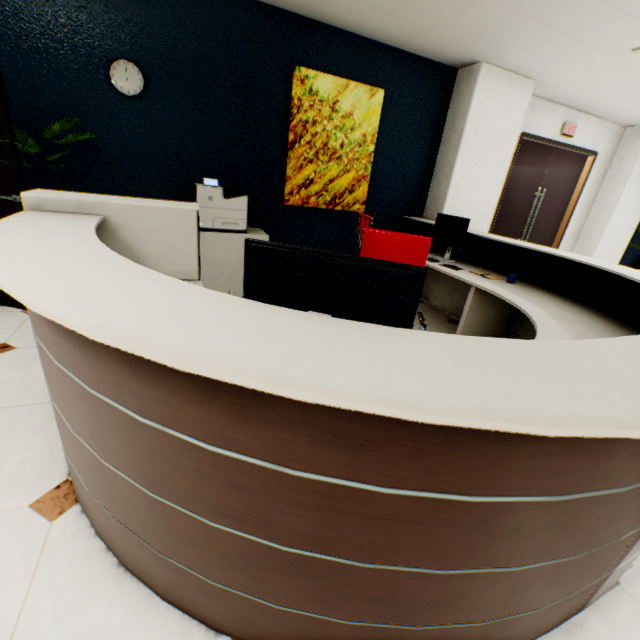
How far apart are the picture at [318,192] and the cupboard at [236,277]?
0.48m

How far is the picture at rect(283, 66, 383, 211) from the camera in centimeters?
369cm

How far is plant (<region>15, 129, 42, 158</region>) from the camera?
2.5m

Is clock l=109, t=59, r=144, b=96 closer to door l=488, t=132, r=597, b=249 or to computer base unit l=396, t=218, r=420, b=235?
computer base unit l=396, t=218, r=420, b=235

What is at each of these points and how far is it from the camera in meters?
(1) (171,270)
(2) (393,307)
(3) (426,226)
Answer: (1) rolling cabinet, 2.1
(2) monitor, 0.9
(3) reception desk, 4.7

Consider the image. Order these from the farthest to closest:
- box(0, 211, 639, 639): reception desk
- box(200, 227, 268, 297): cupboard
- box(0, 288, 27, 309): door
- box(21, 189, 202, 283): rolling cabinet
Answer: box(200, 227, 268, 297): cupboard, box(0, 288, 27, 309): door, box(21, 189, 202, 283): rolling cabinet, box(0, 211, 639, 639): reception desk

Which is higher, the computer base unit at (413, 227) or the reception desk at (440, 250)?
the computer base unit at (413, 227)

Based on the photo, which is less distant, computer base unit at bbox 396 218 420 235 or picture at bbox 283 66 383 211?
picture at bbox 283 66 383 211
